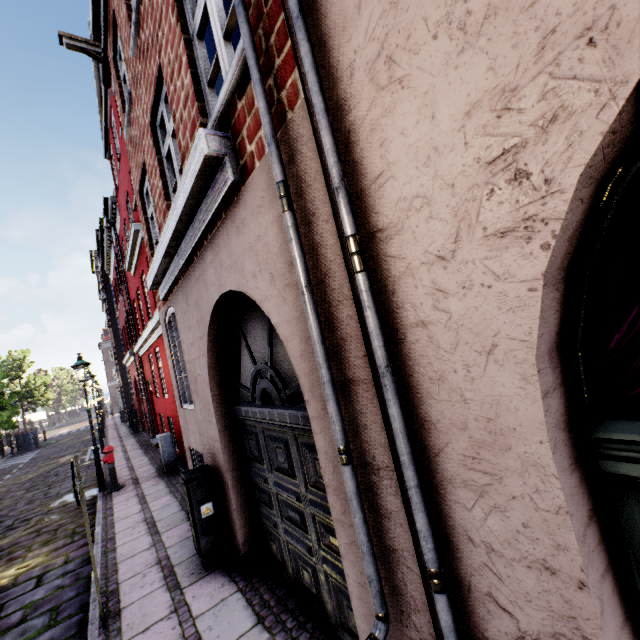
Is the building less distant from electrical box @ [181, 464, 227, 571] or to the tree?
electrical box @ [181, 464, 227, 571]

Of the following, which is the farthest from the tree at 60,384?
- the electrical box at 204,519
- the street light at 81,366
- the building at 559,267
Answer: the electrical box at 204,519

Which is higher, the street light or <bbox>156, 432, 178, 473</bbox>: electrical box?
the street light

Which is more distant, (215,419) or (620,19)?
(215,419)

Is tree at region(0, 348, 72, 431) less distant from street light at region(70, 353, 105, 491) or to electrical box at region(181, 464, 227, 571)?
street light at region(70, 353, 105, 491)

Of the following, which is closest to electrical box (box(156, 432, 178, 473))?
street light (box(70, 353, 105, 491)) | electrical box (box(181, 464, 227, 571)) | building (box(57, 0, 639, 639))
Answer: building (box(57, 0, 639, 639))

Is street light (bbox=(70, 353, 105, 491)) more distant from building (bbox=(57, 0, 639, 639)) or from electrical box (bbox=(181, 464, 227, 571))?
electrical box (bbox=(181, 464, 227, 571))
